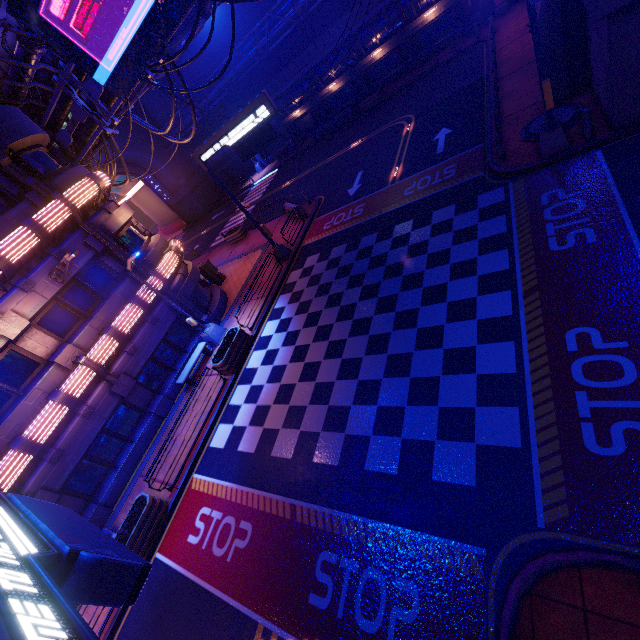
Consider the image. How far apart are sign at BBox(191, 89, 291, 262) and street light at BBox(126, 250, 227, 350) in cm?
503

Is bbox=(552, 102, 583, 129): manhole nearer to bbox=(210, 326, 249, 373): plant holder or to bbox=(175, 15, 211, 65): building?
bbox=(210, 326, 249, 373): plant holder

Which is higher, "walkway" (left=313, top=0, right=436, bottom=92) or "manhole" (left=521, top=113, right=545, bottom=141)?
"walkway" (left=313, top=0, right=436, bottom=92)

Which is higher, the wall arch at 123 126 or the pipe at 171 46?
the wall arch at 123 126

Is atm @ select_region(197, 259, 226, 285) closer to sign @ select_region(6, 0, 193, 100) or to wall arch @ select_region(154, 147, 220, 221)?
sign @ select_region(6, 0, 193, 100)

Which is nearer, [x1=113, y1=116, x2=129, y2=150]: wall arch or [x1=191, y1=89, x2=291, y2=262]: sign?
[x1=191, y1=89, x2=291, y2=262]: sign

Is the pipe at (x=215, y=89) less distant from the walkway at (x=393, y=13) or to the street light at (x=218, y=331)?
the walkway at (x=393, y=13)

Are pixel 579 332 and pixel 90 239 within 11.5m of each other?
no
